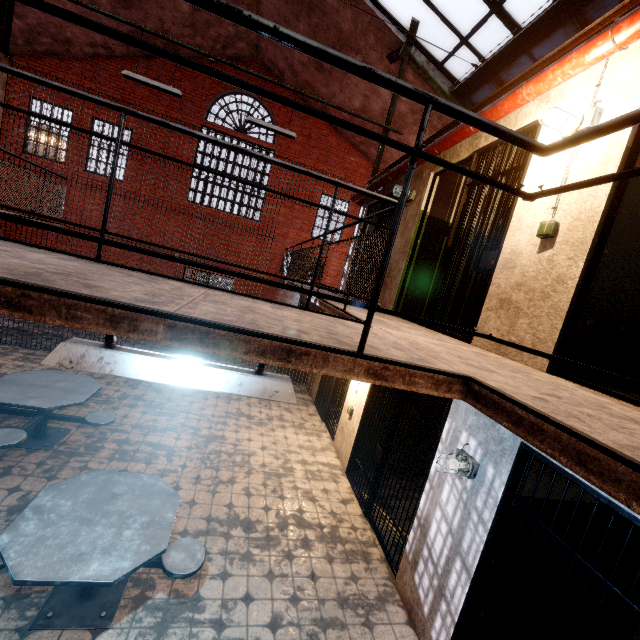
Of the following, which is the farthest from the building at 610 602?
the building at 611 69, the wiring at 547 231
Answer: the wiring at 547 231

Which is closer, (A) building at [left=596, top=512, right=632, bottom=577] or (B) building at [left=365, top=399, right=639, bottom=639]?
(B) building at [left=365, top=399, right=639, bottom=639]

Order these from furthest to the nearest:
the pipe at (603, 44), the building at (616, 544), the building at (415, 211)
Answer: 1. the building at (415, 211)
2. the building at (616, 544)
3. the pipe at (603, 44)

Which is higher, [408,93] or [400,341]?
[408,93]

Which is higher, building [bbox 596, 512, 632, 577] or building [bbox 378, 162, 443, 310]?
building [bbox 378, 162, 443, 310]

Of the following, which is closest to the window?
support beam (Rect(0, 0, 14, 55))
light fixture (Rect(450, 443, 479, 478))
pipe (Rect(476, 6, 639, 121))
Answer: support beam (Rect(0, 0, 14, 55))

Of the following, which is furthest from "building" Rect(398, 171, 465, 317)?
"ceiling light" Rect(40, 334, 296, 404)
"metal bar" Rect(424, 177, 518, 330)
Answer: "ceiling light" Rect(40, 334, 296, 404)

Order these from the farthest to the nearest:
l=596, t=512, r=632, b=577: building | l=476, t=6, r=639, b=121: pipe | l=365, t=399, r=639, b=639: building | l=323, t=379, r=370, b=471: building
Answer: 1. l=323, t=379, r=370, b=471: building
2. l=596, t=512, r=632, b=577: building
3. l=365, t=399, r=639, b=639: building
4. l=476, t=6, r=639, b=121: pipe
